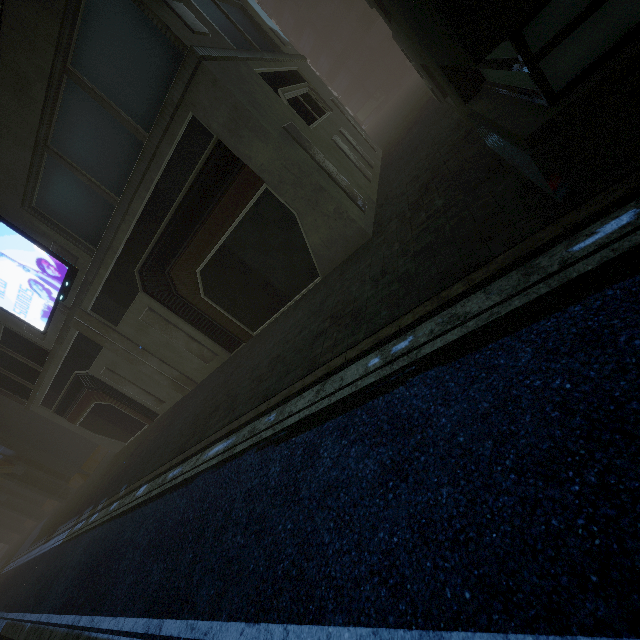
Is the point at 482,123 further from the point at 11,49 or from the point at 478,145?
the point at 11,49

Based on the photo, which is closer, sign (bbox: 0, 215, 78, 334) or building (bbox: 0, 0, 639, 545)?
building (bbox: 0, 0, 639, 545)

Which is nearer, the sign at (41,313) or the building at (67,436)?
the building at (67,436)
